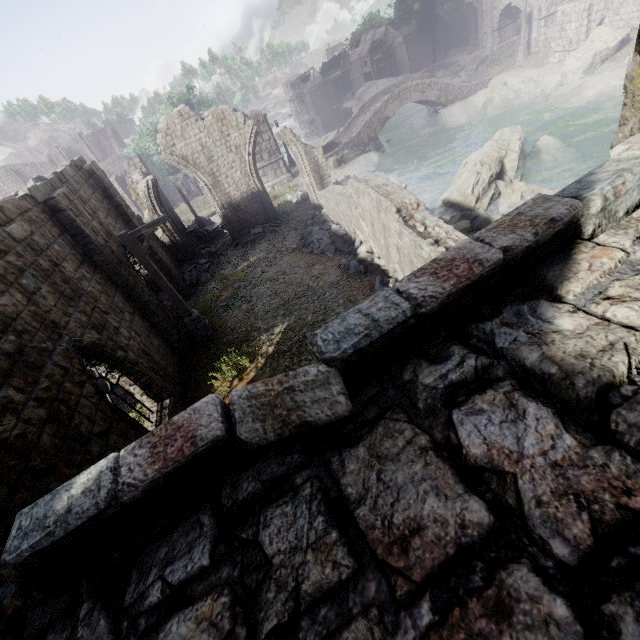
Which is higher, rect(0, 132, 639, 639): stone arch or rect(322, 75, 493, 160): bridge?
rect(0, 132, 639, 639): stone arch

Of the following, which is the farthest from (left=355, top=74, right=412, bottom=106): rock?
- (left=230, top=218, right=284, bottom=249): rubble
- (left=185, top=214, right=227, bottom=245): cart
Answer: (left=230, top=218, right=284, bottom=249): rubble

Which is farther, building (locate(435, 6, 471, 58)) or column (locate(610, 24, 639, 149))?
building (locate(435, 6, 471, 58))

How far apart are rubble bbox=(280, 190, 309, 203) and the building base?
0.0m

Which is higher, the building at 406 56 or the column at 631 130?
the column at 631 130

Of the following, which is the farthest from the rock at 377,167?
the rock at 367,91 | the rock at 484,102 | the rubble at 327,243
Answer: the rock at 367,91

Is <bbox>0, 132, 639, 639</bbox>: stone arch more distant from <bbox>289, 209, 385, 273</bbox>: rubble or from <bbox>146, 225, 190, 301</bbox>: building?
<bbox>289, 209, 385, 273</bbox>: rubble

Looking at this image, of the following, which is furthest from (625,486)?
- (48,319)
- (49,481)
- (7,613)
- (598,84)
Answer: (598,84)
